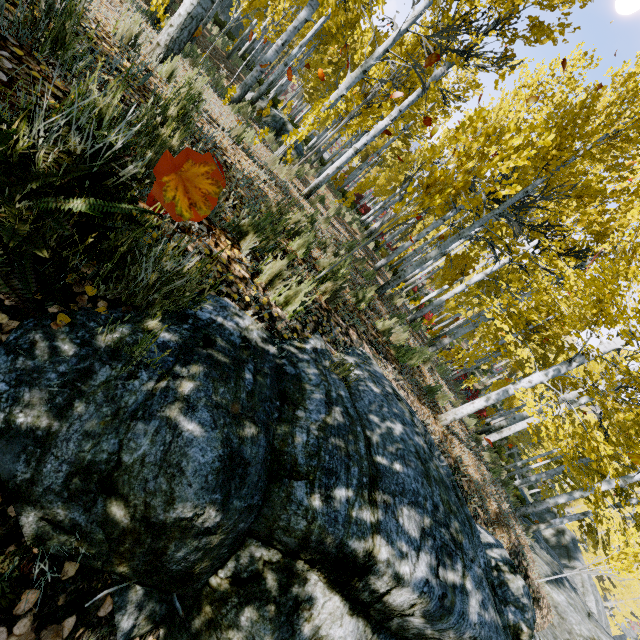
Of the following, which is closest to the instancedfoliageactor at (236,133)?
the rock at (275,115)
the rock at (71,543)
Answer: the rock at (71,543)

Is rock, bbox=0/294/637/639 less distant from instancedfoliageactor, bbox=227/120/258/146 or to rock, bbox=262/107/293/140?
instancedfoliageactor, bbox=227/120/258/146

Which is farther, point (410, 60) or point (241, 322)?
point (410, 60)

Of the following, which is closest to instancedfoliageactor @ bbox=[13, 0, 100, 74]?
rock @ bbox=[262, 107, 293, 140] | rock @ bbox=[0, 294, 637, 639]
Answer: rock @ bbox=[0, 294, 637, 639]

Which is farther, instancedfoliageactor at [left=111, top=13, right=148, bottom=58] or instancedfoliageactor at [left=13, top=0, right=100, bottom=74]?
instancedfoliageactor at [left=111, top=13, right=148, bottom=58]

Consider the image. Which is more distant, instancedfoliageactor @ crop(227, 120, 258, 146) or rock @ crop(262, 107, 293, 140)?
rock @ crop(262, 107, 293, 140)
